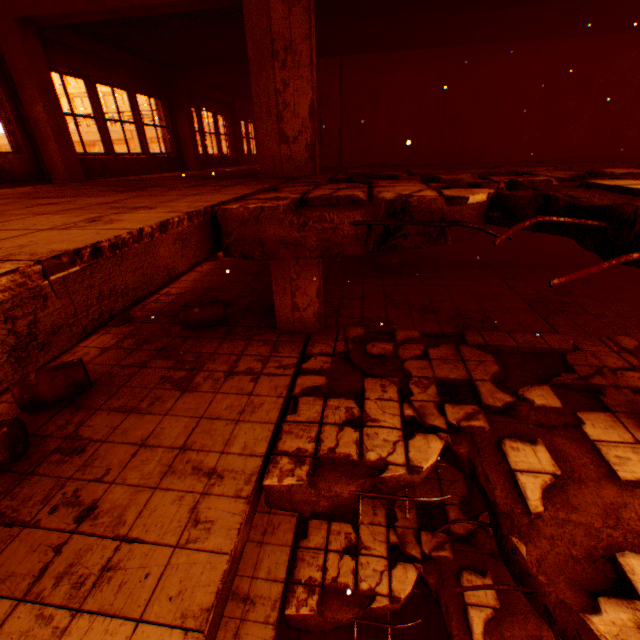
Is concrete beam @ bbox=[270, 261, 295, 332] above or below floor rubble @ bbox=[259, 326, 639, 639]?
above

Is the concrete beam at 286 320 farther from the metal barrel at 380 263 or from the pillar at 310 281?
the metal barrel at 380 263

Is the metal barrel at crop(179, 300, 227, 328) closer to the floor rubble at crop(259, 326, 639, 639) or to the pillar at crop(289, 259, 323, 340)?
the pillar at crop(289, 259, 323, 340)

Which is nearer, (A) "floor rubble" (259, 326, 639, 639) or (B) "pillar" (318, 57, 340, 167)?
(A) "floor rubble" (259, 326, 639, 639)

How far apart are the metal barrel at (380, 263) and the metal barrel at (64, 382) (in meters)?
7.61

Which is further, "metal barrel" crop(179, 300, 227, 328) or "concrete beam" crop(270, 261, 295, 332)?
"metal barrel" crop(179, 300, 227, 328)

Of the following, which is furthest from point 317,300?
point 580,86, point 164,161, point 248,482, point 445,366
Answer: point 580,86

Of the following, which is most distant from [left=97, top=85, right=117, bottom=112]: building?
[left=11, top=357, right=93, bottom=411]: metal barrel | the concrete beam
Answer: [left=11, top=357, right=93, bottom=411]: metal barrel
